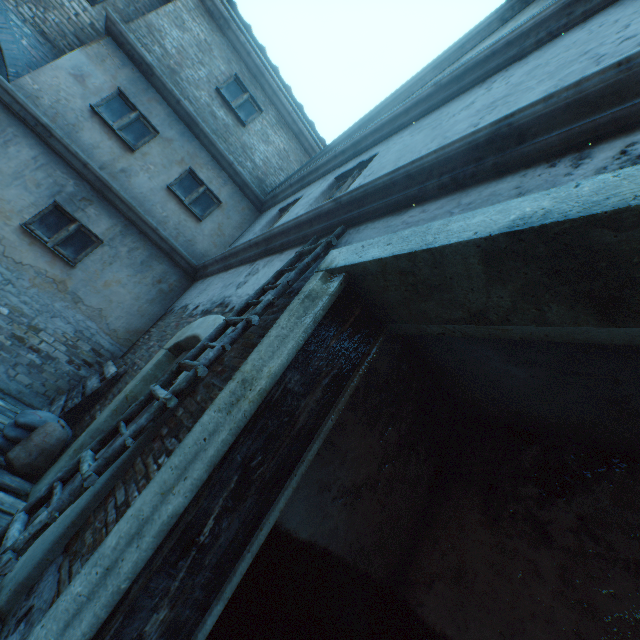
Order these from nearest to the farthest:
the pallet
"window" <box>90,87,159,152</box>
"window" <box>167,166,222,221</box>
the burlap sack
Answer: the burlap sack < the pallet < "window" <box>90,87,159,152</box> < "window" <box>167,166,222,221</box>

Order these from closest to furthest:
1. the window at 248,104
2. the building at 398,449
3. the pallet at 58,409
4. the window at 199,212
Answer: the building at 398,449
the pallet at 58,409
the window at 199,212
the window at 248,104

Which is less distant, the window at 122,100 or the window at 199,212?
the window at 122,100

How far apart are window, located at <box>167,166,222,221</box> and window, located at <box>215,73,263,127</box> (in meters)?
1.87

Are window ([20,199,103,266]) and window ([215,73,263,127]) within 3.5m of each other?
no

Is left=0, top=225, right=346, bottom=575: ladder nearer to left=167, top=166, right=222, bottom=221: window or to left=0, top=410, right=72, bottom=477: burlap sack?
left=0, top=410, right=72, bottom=477: burlap sack

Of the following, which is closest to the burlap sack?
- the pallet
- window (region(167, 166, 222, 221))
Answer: the pallet

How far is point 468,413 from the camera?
3.8m
